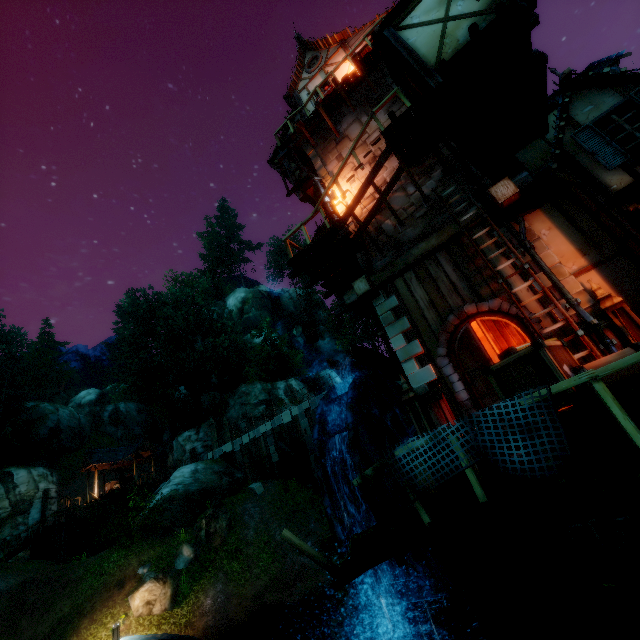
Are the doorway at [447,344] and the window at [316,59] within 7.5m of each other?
no

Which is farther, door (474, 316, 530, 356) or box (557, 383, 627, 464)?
door (474, 316, 530, 356)

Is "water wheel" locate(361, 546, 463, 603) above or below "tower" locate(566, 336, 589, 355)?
below

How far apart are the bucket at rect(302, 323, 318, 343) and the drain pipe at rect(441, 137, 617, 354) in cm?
532

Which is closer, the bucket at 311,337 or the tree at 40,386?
the bucket at 311,337

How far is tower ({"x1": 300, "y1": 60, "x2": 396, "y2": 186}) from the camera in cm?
1137

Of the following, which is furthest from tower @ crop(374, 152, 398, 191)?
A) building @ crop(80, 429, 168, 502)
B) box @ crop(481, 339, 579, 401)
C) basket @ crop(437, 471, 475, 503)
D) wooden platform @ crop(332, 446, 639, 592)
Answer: building @ crop(80, 429, 168, 502)

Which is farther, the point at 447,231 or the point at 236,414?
the point at 236,414
